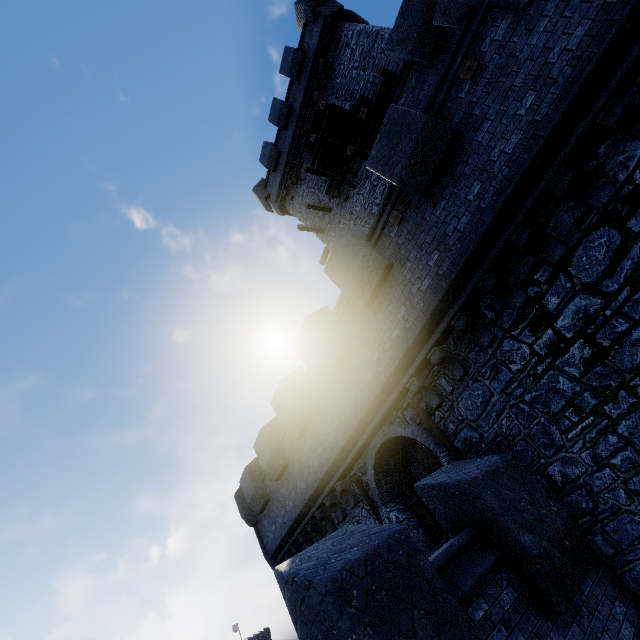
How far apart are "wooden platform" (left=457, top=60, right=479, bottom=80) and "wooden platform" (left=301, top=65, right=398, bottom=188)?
8.9m

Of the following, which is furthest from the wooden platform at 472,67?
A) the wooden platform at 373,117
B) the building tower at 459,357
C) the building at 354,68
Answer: the wooden platform at 373,117

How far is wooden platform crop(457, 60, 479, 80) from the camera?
6.0 meters

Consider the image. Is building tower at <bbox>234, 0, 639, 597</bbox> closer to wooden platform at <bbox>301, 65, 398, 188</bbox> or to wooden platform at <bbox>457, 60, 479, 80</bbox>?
wooden platform at <bbox>457, 60, 479, 80</bbox>

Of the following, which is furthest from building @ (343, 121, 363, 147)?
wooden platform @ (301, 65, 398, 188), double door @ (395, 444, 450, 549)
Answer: double door @ (395, 444, 450, 549)

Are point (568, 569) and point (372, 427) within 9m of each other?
yes

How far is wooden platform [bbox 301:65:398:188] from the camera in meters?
12.0 m

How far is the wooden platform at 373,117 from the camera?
12.0 meters
